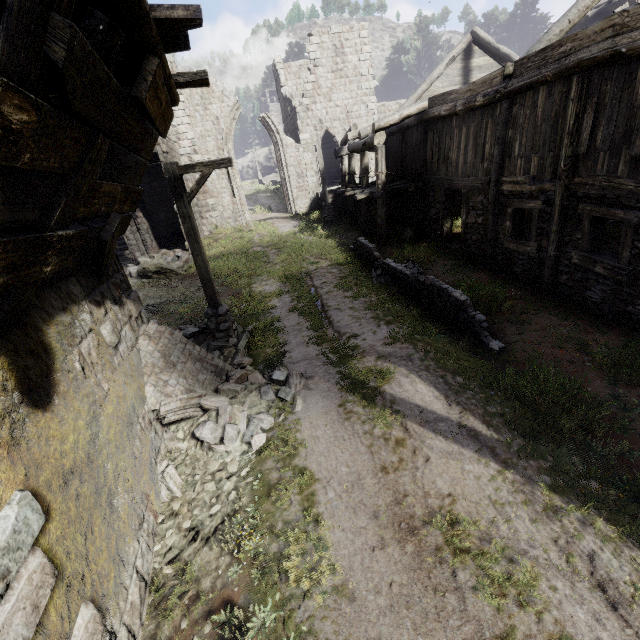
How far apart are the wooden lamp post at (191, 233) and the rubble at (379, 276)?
4.9 meters

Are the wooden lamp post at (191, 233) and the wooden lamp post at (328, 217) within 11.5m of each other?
no

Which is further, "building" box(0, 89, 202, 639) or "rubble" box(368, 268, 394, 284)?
"rubble" box(368, 268, 394, 284)

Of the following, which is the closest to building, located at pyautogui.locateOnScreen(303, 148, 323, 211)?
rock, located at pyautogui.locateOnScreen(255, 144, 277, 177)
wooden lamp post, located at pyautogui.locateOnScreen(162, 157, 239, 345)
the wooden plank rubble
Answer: the wooden plank rubble

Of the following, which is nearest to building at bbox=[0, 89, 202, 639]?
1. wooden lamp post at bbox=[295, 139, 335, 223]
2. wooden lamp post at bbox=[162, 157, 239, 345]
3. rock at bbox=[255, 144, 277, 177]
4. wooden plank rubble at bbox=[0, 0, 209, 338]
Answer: wooden plank rubble at bbox=[0, 0, 209, 338]

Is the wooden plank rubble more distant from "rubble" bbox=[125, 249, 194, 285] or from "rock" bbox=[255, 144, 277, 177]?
"rock" bbox=[255, 144, 277, 177]

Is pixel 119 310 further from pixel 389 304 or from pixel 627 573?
pixel 627 573

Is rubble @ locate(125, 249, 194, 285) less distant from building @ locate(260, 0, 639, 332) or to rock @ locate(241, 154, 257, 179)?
building @ locate(260, 0, 639, 332)
